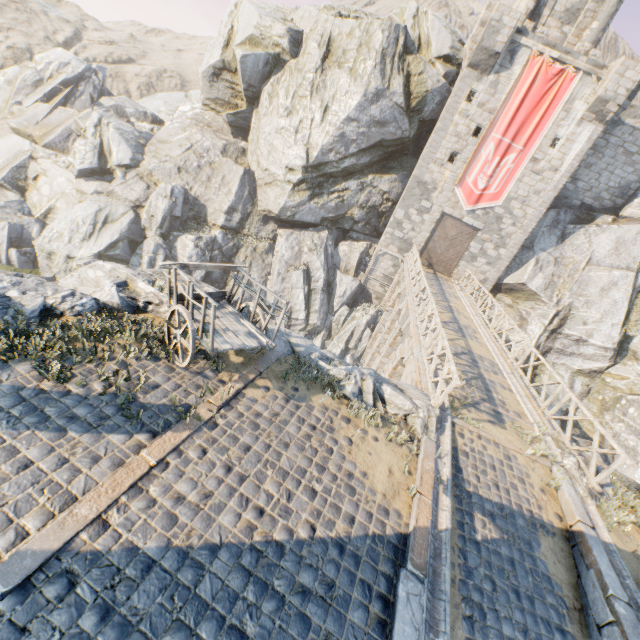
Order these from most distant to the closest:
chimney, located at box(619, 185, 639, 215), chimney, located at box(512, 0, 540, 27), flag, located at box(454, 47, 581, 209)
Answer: chimney, located at box(619, 185, 639, 215), chimney, located at box(512, 0, 540, 27), flag, located at box(454, 47, 581, 209)

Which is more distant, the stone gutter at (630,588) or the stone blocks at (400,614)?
the stone gutter at (630,588)

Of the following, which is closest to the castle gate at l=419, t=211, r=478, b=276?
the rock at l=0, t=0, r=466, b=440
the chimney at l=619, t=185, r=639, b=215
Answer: the rock at l=0, t=0, r=466, b=440

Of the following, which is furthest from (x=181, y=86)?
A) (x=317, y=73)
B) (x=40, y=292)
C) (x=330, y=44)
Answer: (x=40, y=292)

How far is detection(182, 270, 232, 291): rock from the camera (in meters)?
8.92

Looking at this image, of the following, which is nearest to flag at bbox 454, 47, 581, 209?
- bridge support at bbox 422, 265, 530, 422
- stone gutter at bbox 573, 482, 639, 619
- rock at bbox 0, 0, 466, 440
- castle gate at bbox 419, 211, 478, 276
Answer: castle gate at bbox 419, 211, 478, 276

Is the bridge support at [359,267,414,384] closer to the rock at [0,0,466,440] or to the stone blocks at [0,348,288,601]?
the rock at [0,0,466,440]

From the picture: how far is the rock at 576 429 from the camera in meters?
19.6
